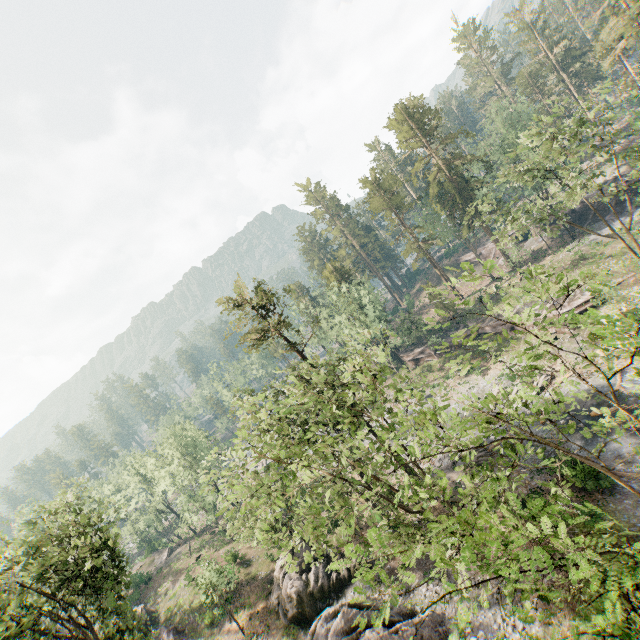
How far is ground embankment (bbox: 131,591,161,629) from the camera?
37.46m

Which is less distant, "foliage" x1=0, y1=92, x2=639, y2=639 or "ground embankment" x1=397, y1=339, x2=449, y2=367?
"foliage" x1=0, y1=92, x2=639, y2=639

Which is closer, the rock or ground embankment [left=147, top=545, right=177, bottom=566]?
the rock

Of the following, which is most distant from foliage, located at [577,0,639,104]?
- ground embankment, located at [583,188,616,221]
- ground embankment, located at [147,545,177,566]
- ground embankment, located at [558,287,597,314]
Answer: ground embankment, located at [583,188,616,221]

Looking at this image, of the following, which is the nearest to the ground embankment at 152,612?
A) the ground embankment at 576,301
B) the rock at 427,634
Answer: the rock at 427,634

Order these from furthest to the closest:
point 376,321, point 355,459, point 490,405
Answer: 1. point 376,321
2. point 490,405
3. point 355,459

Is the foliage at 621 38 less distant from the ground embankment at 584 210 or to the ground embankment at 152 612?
the ground embankment at 152 612

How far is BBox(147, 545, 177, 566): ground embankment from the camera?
52.97m
